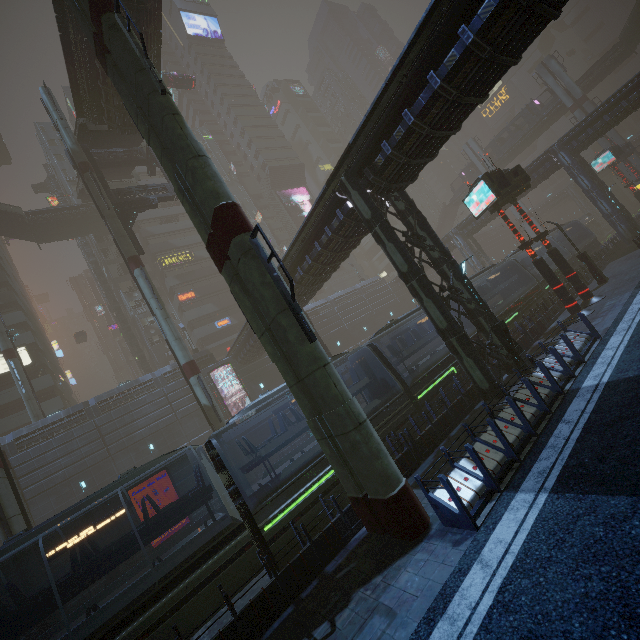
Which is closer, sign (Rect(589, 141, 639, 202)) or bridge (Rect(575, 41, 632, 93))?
sign (Rect(589, 141, 639, 202))

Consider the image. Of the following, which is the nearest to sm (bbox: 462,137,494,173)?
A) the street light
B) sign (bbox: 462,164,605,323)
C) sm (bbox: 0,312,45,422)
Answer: the street light

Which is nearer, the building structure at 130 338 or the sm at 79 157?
the sm at 79 157

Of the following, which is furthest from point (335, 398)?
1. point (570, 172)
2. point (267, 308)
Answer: point (570, 172)

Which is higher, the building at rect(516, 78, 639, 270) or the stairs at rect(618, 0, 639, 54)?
the stairs at rect(618, 0, 639, 54)

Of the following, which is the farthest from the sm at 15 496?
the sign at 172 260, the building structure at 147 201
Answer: the sign at 172 260

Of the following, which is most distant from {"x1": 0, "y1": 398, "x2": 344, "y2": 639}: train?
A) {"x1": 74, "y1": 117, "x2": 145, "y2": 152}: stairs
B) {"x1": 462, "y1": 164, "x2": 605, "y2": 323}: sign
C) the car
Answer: the car

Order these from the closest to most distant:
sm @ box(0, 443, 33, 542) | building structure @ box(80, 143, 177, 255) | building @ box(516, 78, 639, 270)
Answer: sm @ box(0, 443, 33, 542)
building structure @ box(80, 143, 177, 255)
building @ box(516, 78, 639, 270)
